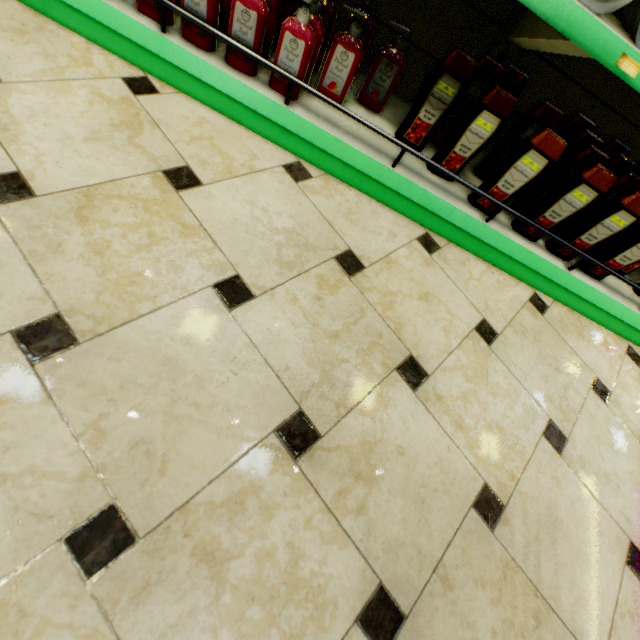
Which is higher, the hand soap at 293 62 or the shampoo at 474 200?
the hand soap at 293 62

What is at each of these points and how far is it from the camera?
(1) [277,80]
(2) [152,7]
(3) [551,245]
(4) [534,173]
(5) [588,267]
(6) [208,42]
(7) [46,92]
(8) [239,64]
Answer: (1) hand soap, 1.16m
(2) hand soap, 1.07m
(3) shampoo, 1.43m
(4) shampoo, 1.19m
(5) shampoo, 1.45m
(6) hand soap, 1.11m
(7) building, 1.00m
(8) hand soap, 1.14m

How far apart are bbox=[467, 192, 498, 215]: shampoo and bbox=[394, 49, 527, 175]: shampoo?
0.1 meters

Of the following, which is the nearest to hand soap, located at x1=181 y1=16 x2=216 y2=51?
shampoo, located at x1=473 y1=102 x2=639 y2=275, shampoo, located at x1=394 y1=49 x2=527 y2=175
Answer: shampoo, located at x1=394 y1=49 x2=527 y2=175

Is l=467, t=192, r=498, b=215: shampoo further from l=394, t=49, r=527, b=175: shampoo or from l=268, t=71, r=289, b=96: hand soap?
l=268, t=71, r=289, b=96: hand soap

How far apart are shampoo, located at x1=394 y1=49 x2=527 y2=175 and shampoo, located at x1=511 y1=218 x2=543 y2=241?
0.3 meters

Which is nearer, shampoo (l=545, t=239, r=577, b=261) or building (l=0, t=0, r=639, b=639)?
building (l=0, t=0, r=639, b=639)

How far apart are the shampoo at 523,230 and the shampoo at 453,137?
0.3m
